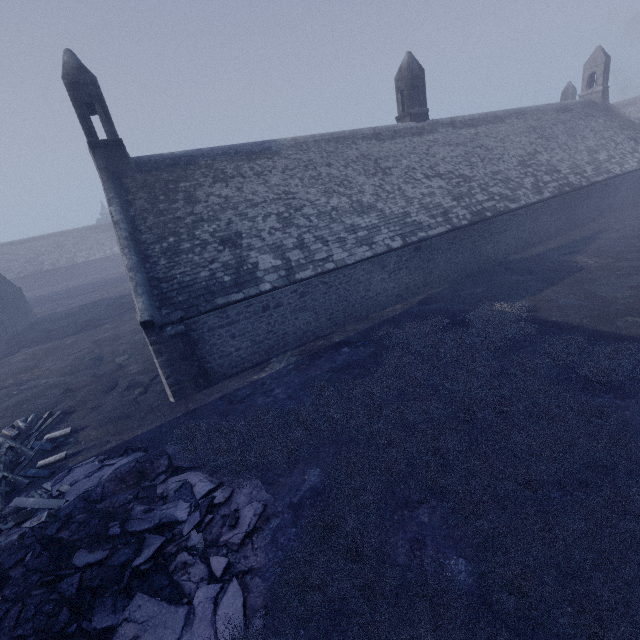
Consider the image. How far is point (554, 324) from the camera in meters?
11.5 m
